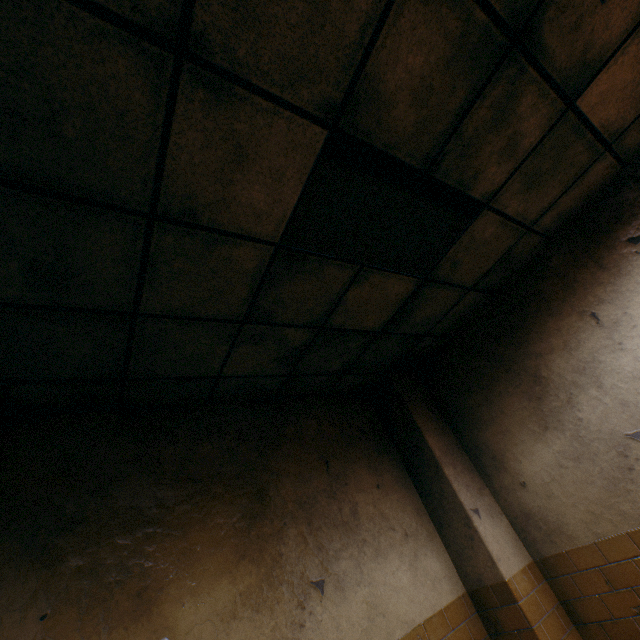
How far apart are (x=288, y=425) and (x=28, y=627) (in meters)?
1.98
